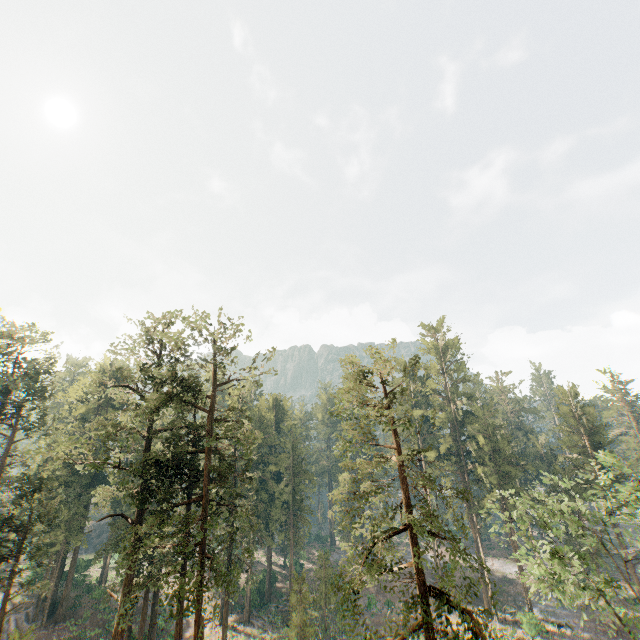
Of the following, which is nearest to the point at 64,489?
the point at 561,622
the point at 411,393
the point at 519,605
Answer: the point at 411,393
